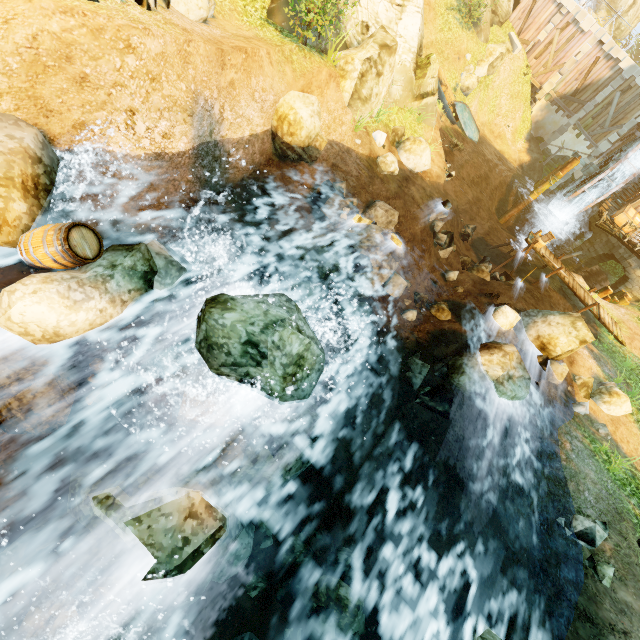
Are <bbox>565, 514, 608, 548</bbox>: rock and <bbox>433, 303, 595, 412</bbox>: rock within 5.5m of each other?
yes

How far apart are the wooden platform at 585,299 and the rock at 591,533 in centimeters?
1152cm

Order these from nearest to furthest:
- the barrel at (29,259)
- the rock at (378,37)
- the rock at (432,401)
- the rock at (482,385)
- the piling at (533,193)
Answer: the barrel at (29,259) → the rock at (432,401) → the rock at (482,385) → the rock at (378,37) → the piling at (533,193)

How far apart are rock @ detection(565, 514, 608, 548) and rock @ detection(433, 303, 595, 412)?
2.8 meters

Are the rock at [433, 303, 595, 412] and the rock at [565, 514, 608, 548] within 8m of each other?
yes

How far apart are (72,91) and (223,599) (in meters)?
8.92

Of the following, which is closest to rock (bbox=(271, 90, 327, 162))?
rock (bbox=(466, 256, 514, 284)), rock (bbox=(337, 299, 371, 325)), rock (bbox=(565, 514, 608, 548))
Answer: rock (bbox=(337, 299, 371, 325))

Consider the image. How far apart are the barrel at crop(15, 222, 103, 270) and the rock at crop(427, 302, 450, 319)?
10.6 meters
